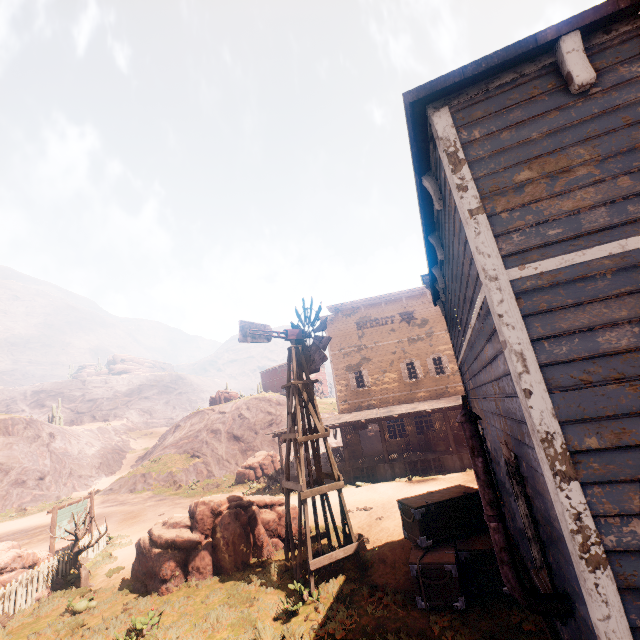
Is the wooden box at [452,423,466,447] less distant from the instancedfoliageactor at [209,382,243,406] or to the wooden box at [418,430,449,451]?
the wooden box at [418,430,449,451]

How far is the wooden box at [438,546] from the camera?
6.76m

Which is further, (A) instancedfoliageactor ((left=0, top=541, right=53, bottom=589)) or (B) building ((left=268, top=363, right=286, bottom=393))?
(B) building ((left=268, top=363, right=286, bottom=393))

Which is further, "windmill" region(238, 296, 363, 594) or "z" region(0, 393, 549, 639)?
"windmill" region(238, 296, 363, 594)

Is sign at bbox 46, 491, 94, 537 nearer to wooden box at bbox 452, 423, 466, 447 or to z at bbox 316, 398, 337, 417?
z at bbox 316, 398, 337, 417

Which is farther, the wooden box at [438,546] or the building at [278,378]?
the building at [278,378]

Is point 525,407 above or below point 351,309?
below

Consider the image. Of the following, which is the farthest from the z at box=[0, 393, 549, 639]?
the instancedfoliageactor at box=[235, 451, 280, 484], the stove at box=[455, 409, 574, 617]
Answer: the stove at box=[455, 409, 574, 617]
